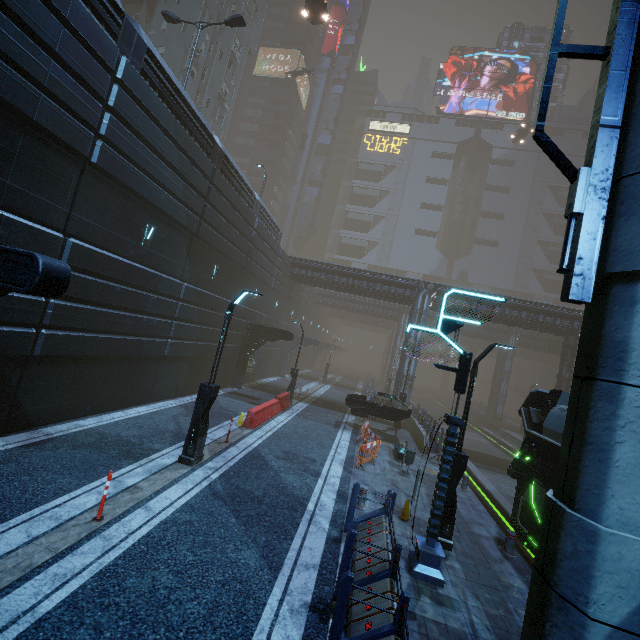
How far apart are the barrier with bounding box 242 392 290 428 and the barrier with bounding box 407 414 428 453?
8.2m

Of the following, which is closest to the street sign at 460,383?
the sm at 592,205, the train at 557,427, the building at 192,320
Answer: the building at 192,320

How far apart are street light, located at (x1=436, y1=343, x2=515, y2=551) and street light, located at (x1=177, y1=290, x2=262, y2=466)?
6.7m

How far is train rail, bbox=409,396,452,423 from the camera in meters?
40.8 m

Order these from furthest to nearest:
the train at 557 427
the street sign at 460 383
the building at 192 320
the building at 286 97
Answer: the building at 286 97, the train at 557 427, the building at 192 320, the street sign at 460 383

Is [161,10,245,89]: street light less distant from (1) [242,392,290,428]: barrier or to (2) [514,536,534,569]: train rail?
(1) [242,392,290,428]: barrier

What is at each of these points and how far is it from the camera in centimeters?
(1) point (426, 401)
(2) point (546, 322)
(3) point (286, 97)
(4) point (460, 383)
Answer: (1) train rail, 5669cm
(2) building, 2733cm
(3) building, 5934cm
(4) street sign, 756cm

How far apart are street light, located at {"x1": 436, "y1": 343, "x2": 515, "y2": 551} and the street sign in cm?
83
